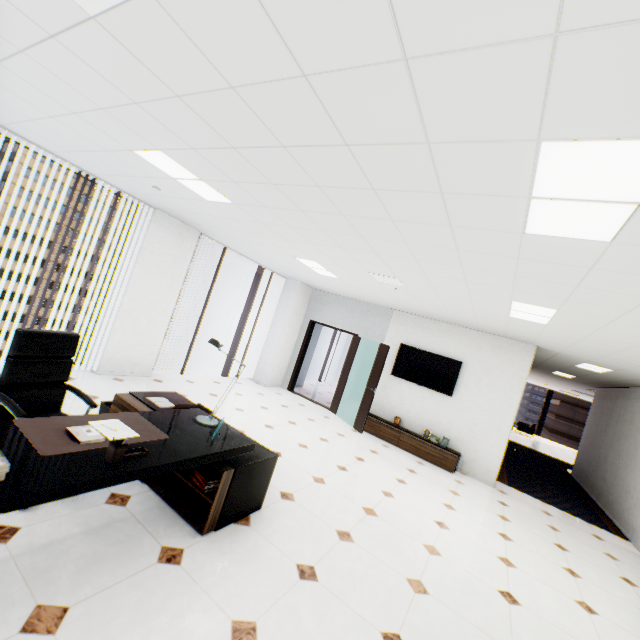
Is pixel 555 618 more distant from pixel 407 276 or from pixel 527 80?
pixel 527 80

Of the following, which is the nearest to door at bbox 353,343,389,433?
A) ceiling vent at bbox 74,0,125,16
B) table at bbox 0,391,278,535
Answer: table at bbox 0,391,278,535

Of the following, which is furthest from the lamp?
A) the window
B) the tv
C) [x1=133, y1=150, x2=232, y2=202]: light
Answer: the tv

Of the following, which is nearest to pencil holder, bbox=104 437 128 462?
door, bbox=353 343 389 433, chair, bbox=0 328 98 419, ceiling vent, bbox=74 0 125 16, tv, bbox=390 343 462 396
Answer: chair, bbox=0 328 98 419

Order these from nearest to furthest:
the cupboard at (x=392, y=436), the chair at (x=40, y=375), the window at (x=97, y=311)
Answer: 1. the chair at (x=40, y=375)
2. the window at (x=97, y=311)
3. the cupboard at (x=392, y=436)

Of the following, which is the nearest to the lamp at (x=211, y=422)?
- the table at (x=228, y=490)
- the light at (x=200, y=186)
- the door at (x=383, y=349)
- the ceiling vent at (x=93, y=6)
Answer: the table at (x=228, y=490)

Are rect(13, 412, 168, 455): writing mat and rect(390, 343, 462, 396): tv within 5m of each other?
no

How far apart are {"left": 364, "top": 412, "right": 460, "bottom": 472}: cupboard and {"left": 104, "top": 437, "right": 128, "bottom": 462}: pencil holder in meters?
6.1
